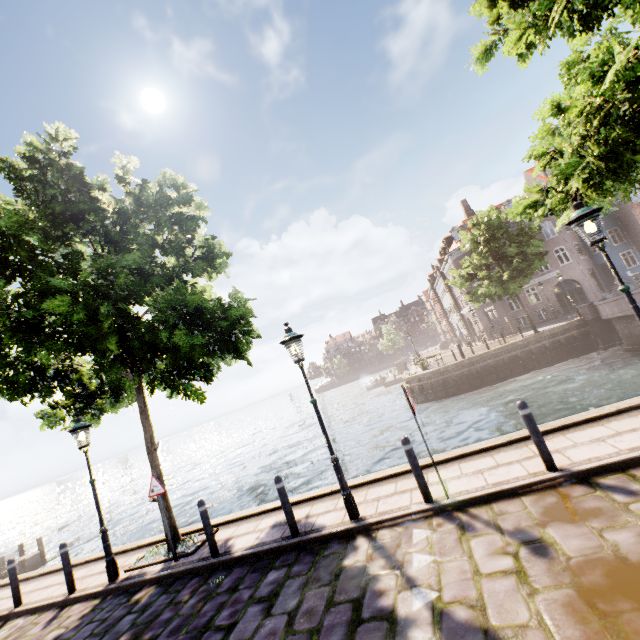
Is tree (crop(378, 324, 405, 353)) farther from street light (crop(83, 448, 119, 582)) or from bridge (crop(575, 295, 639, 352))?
Answer: street light (crop(83, 448, 119, 582))

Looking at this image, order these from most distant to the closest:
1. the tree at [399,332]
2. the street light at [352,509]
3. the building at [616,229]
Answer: the tree at [399,332], the building at [616,229], the street light at [352,509]

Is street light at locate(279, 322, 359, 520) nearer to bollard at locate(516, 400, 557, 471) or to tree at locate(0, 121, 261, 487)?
tree at locate(0, 121, 261, 487)

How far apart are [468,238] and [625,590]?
26.2m

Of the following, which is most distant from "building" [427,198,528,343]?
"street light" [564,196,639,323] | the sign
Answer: the sign

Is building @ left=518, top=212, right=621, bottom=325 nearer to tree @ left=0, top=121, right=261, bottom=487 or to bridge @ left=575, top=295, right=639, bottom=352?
tree @ left=0, top=121, right=261, bottom=487

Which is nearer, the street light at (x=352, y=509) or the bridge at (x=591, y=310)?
the street light at (x=352, y=509)

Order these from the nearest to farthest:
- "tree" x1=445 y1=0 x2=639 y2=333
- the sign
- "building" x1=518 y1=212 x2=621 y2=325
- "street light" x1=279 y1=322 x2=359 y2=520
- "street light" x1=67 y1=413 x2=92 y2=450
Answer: "tree" x1=445 y1=0 x2=639 y2=333 < "street light" x1=279 y1=322 x2=359 y2=520 < the sign < "street light" x1=67 y1=413 x2=92 y2=450 < "building" x1=518 y1=212 x2=621 y2=325
